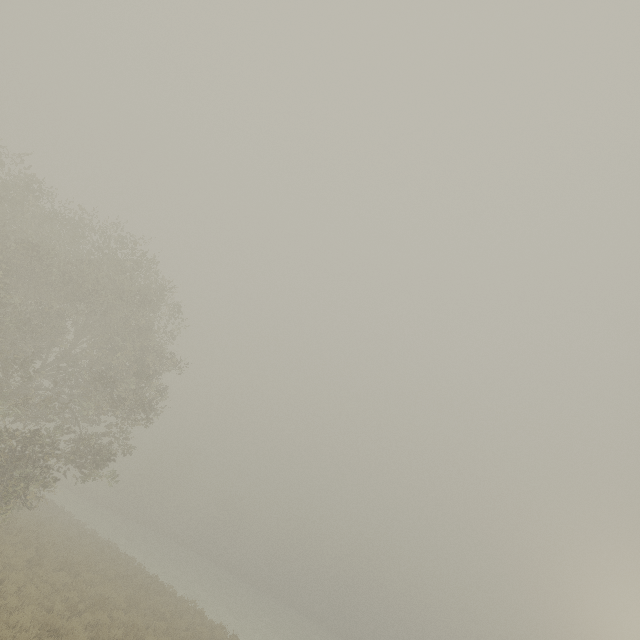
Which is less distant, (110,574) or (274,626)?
(110,574)
